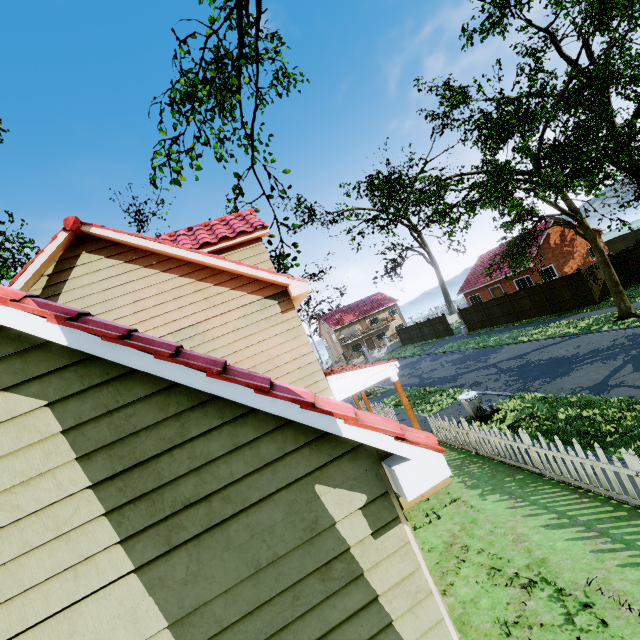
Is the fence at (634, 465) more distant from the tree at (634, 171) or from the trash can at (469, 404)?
the trash can at (469, 404)

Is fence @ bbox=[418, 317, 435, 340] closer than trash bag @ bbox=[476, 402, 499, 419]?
No

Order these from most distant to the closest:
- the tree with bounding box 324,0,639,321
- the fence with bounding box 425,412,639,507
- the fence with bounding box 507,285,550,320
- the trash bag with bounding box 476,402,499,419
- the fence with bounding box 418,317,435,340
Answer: the fence with bounding box 418,317,435,340 < the fence with bounding box 507,285,550,320 < the tree with bounding box 324,0,639,321 < the trash bag with bounding box 476,402,499,419 < the fence with bounding box 425,412,639,507

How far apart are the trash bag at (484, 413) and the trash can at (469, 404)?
0.01m

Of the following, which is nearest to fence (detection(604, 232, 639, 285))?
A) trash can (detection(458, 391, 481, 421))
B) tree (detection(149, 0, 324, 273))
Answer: tree (detection(149, 0, 324, 273))

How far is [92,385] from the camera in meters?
2.7 m

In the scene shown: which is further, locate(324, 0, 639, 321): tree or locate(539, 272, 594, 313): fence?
locate(539, 272, 594, 313): fence
